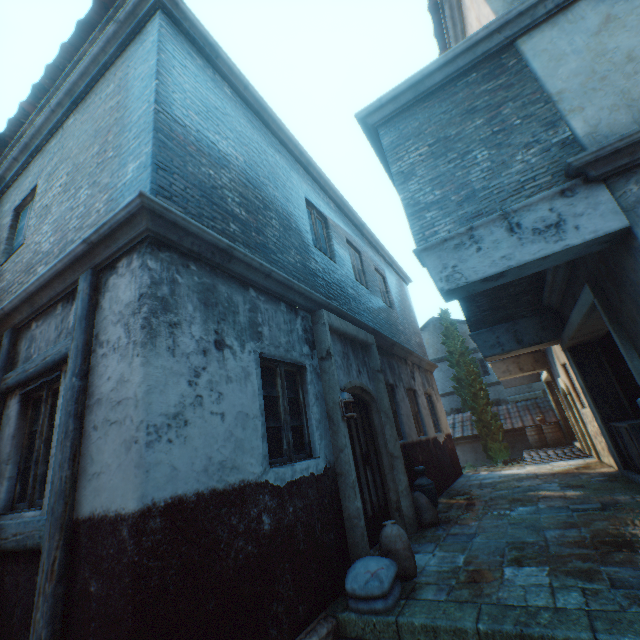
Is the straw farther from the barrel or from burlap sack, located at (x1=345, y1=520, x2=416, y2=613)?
the barrel

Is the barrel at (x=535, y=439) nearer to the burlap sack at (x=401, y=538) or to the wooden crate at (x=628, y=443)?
the wooden crate at (x=628, y=443)

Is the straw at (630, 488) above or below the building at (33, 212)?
below

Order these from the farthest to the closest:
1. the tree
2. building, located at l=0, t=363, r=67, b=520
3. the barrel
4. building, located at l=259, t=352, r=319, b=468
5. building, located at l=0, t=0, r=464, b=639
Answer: → the tree, the barrel, building, located at l=259, t=352, r=319, b=468, building, located at l=0, t=363, r=67, b=520, building, located at l=0, t=0, r=464, b=639

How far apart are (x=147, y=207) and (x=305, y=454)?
3.41m

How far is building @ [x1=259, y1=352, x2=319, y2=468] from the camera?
3.92m

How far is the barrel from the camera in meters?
15.0

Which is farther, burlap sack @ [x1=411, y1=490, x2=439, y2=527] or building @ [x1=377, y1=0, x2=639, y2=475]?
burlap sack @ [x1=411, y1=490, x2=439, y2=527]
